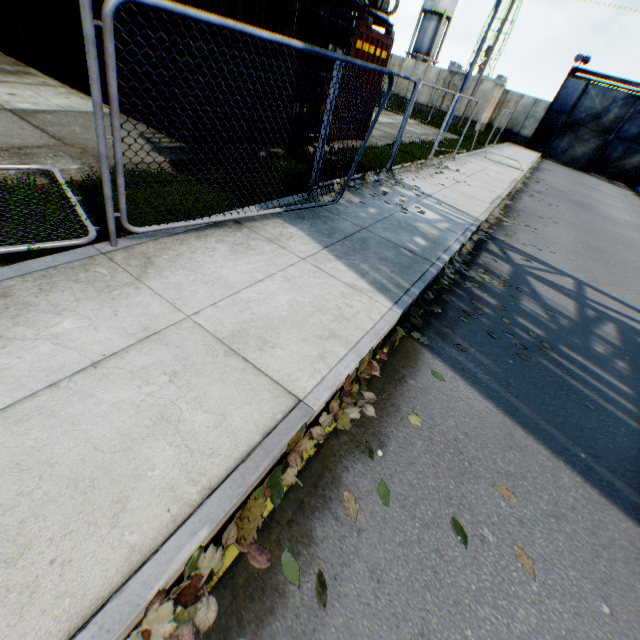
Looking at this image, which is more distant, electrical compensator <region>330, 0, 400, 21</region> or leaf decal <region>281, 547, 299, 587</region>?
electrical compensator <region>330, 0, 400, 21</region>

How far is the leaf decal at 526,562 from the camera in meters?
2.2 m

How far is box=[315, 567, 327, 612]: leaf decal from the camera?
1.8 meters

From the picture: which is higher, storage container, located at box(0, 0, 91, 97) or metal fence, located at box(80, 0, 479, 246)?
metal fence, located at box(80, 0, 479, 246)

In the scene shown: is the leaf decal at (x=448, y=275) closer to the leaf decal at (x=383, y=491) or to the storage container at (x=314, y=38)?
the leaf decal at (x=383, y=491)

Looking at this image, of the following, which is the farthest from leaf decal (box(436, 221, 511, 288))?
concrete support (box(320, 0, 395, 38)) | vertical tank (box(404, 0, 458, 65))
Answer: vertical tank (box(404, 0, 458, 65))

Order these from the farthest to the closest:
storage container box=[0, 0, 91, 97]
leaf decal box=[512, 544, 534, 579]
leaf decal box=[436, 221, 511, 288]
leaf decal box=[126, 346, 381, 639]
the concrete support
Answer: the concrete support → storage container box=[0, 0, 91, 97] → leaf decal box=[436, 221, 511, 288] → leaf decal box=[512, 544, 534, 579] → leaf decal box=[126, 346, 381, 639]

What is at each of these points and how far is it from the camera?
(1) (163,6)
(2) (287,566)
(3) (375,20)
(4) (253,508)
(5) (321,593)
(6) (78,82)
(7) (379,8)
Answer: (1) metal fence, 2.32m
(2) leaf decal, 1.90m
(3) concrete support, 11.97m
(4) leaf decal, 2.07m
(5) leaf decal, 1.84m
(6) storage container, 7.88m
(7) electrical compensator, 11.73m
